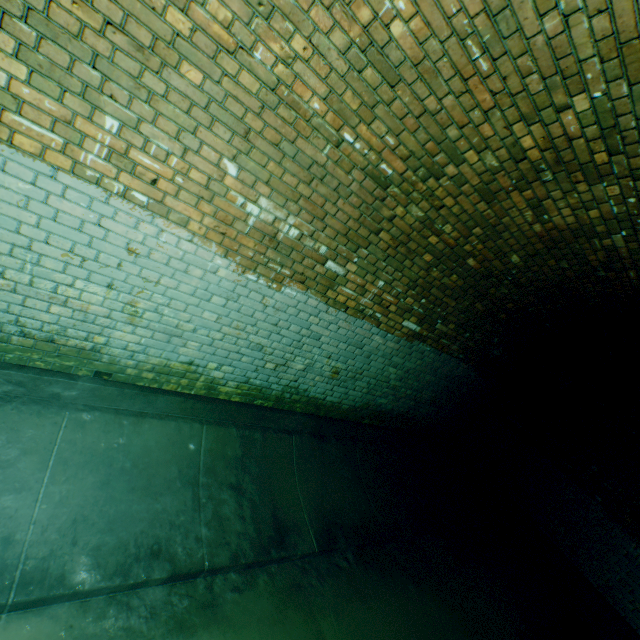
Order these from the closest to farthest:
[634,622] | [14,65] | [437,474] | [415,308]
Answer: [14,65] → [415,308] → [634,622] → [437,474]
